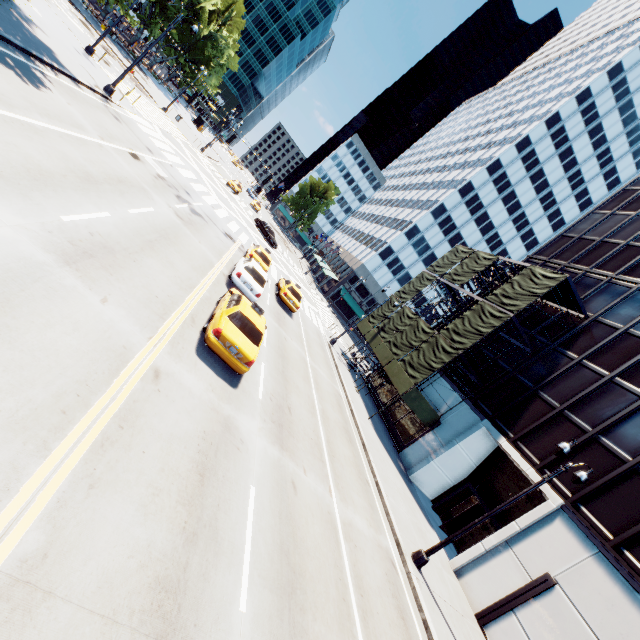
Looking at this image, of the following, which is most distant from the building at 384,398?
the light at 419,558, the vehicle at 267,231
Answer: the vehicle at 267,231

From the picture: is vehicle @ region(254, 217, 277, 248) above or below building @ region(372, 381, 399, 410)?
below

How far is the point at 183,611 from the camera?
4.60m

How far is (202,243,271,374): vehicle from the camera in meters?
9.7 m

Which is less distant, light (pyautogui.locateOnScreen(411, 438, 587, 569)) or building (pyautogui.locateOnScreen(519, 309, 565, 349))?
light (pyautogui.locateOnScreen(411, 438, 587, 569))

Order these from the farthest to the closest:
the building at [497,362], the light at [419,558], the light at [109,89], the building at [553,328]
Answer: the building at [497,362] → the building at [553,328] → the light at [109,89] → the light at [419,558]

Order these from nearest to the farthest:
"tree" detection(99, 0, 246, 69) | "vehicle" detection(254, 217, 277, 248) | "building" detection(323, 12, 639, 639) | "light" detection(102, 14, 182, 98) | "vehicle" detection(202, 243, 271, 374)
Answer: "vehicle" detection(202, 243, 271, 374) → "building" detection(323, 12, 639, 639) → "light" detection(102, 14, 182, 98) → "vehicle" detection(254, 217, 277, 248) → "tree" detection(99, 0, 246, 69)

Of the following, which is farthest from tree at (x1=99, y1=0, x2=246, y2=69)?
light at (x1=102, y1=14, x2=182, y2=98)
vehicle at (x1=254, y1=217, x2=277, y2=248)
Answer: vehicle at (x1=254, y1=217, x2=277, y2=248)
